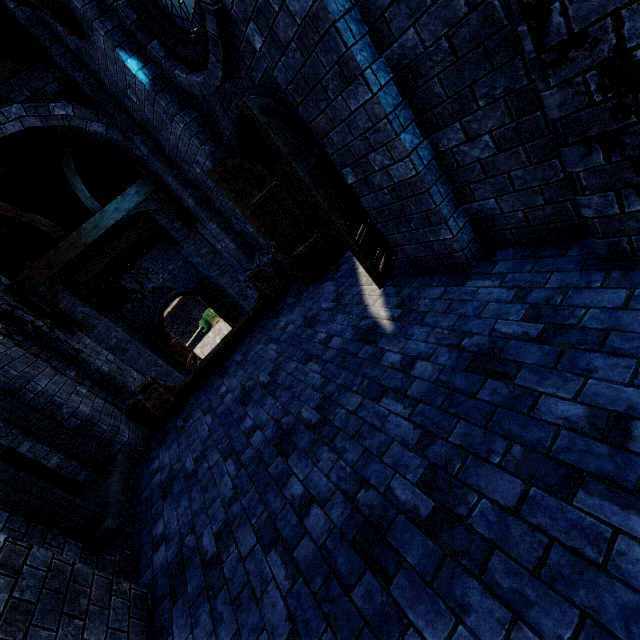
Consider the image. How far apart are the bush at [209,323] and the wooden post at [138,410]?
18.32m

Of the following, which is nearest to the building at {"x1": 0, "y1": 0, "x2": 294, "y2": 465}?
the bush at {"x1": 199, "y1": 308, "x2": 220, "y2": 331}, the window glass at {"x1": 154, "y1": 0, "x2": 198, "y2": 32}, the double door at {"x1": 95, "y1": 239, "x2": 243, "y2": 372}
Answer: the double door at {"x1": 95, "y1": 239, "x2": 243, "y2": 372}

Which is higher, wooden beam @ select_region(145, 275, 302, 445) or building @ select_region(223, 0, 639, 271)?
building @ select_region(223, 0, 639, 271)

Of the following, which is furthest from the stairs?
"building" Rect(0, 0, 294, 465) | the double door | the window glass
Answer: the double door

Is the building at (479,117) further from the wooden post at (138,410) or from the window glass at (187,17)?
the window glass at (187,17)

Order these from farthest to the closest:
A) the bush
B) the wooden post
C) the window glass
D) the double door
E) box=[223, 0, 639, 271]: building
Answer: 1. the bush
2. the double door
3. the wooden post
4. the window glass
5. box=[223, 0, 639, 271]: building

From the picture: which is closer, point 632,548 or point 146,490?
point 632,548

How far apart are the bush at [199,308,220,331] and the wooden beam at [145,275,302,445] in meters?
18.9
